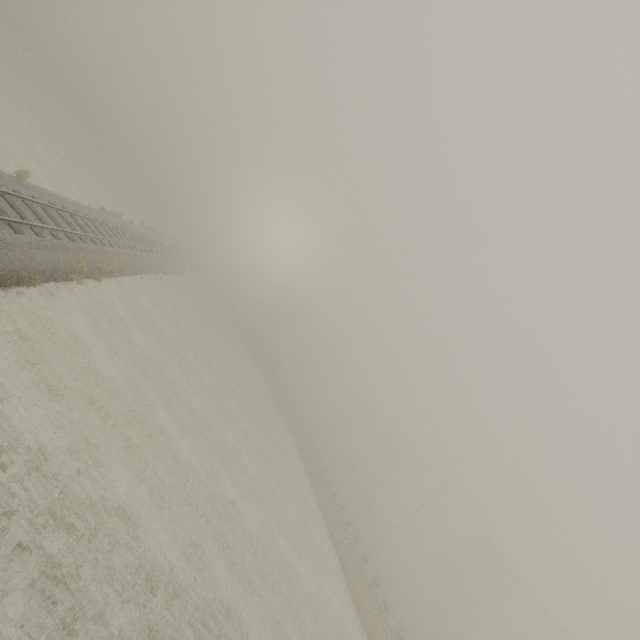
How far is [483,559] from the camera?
49.0m
